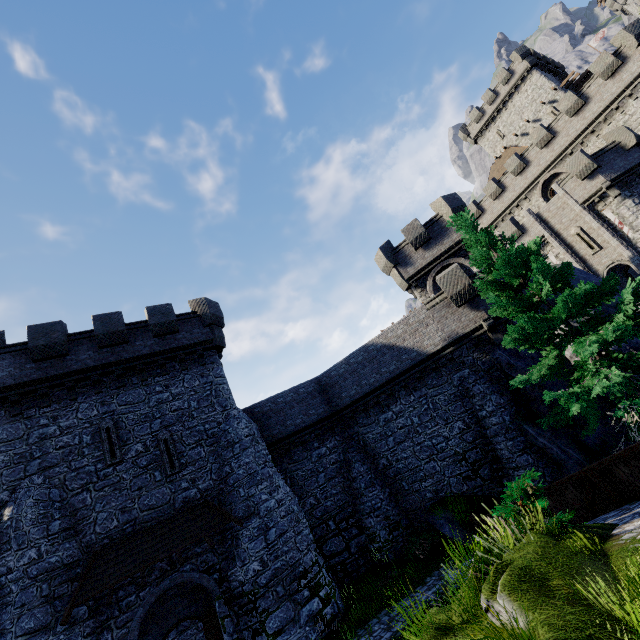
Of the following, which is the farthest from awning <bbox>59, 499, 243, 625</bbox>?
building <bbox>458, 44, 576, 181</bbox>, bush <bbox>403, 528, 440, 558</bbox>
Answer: building <bbox>458, 44, 576, 181</bbox>

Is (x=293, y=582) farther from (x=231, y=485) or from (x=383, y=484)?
(x=383, y=484)

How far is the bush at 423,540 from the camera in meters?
15.1

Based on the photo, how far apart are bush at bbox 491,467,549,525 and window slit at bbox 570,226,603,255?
26.7 meters

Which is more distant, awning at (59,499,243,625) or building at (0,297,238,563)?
building at (0,297,238,563)

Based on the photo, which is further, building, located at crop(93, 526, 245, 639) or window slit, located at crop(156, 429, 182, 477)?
window slit, located at crop(156, 429, 182, 477)

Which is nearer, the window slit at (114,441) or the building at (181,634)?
the window slit at (114,441)

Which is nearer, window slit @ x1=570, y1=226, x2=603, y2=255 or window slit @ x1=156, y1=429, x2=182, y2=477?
window slit @ x1=156, y1=429, x2=182, y2=477
